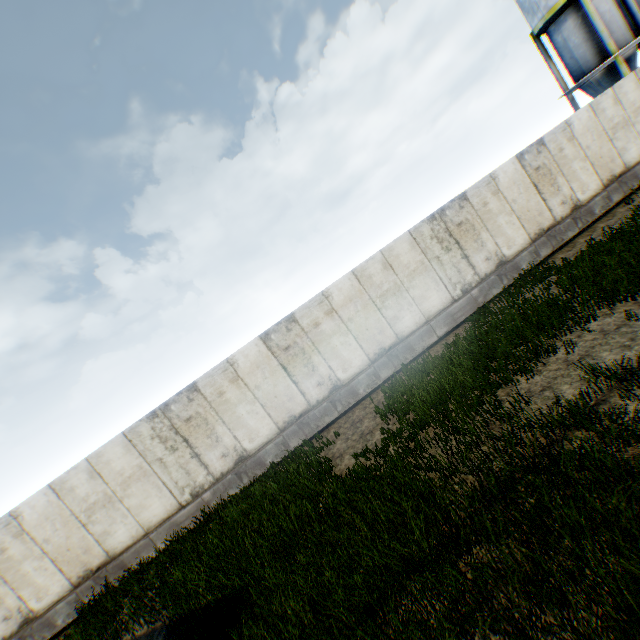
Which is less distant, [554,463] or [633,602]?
[633,602]
